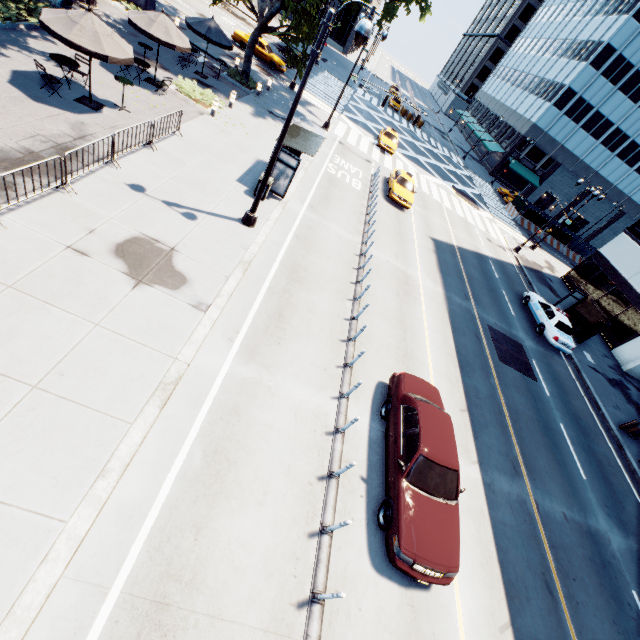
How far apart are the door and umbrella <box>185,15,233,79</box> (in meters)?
58.41

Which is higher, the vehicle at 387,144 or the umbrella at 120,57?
the umbrella at 120,57

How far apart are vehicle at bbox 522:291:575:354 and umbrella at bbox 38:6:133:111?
24.63m

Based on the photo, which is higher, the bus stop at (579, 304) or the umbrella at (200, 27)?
the umbrella at (200, 27)

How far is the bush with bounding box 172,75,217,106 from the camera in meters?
17.3

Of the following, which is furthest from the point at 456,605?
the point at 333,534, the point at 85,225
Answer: the point at 85,225

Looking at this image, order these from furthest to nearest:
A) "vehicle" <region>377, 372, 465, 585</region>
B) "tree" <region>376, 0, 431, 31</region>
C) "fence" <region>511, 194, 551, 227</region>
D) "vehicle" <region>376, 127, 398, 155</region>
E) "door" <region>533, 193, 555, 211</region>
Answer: "door" <region>533, 193, 555, 211</region>, "fence" <region>511, 194, 551, 227</region>, "vehicle" <region>376, 127, 398, 155</region>, "tree" <region>376, 0, 431, 31</region>, "vehicle" <region>377, 372, 465, 585</region>

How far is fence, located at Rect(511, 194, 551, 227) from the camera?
40.5 meters
